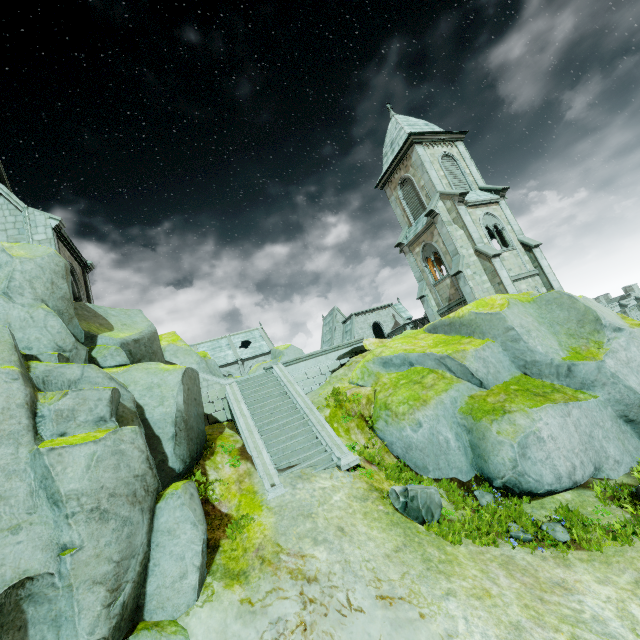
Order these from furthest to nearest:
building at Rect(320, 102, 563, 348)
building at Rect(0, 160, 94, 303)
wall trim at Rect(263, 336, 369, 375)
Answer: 1. building at Rect(320, 102, 563, 348)
2. wall trim at Rect(263, 336, 369, 375)
3. building at Rect(0, 160, 94, 303)

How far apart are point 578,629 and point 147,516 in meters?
9.1

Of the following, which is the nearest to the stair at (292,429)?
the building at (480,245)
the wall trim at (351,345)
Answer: the wall trim at (351,345)

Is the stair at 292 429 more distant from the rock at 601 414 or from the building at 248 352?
the building at 248 352

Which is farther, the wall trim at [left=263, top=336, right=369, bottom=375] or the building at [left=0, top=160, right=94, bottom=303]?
the wall trim at [left=263, top=336, right=369, bottom=375]

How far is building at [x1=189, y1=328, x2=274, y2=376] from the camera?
51.38m

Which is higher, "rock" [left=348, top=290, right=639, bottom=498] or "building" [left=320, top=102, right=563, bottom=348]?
"building" [left=320, top=102, right=563, bottom=348]

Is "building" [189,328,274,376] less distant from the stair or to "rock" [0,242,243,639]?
"rock" [0,242,243,639]
